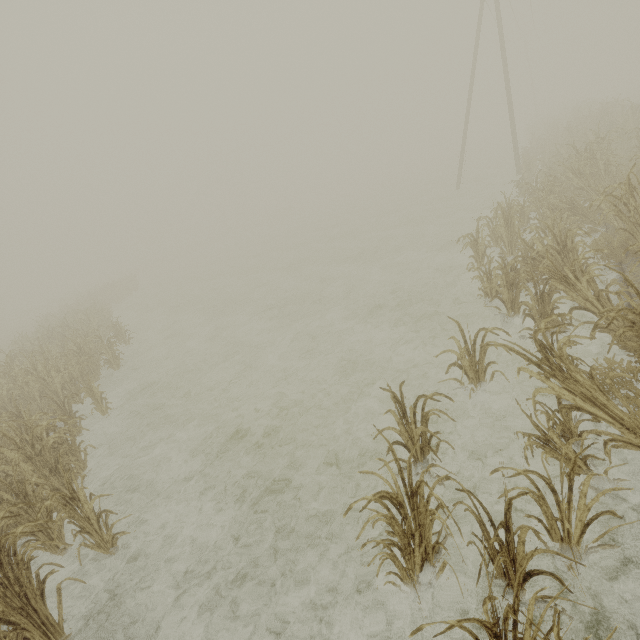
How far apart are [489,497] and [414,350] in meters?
3.8

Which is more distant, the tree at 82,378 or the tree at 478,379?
the tree at 82,378

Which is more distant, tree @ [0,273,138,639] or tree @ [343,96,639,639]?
tree @ [0,273,138,639]
